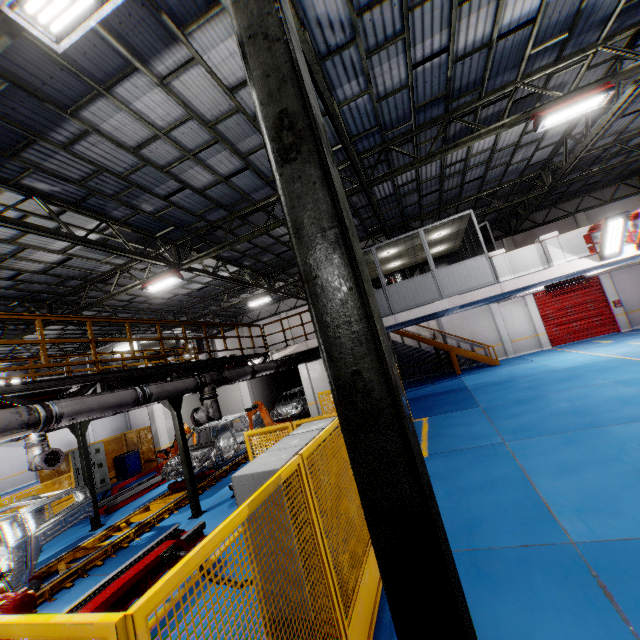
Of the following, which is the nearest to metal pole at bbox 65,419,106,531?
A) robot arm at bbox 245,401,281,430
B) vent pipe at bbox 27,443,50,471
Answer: vent pipe at bbox 27,443,50,471

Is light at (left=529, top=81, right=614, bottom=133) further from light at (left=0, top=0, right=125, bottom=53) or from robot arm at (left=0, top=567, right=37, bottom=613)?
robot arm at (left=0, top=567, right=37, bottom=613)

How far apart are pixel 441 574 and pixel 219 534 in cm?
139

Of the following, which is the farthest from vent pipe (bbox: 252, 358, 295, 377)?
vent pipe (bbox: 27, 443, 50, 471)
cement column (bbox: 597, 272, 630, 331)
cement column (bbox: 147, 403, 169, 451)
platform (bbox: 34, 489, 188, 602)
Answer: cement column (bbox: 597, 272, 630, 331)

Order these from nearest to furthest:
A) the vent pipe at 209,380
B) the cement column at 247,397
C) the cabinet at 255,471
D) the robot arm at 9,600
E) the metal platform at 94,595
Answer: the cabinet at 255,471 < the robot arm at 9,600 < the metal platform at 94,595 < the vent pipe at 209,380 < the cement column at 247,397

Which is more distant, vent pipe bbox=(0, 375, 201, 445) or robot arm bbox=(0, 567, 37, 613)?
vent pipe bbox=(0, 375, 201, 445)

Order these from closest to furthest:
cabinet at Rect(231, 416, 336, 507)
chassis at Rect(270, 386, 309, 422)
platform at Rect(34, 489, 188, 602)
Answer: cabinet at Rect(231, 416, 336, 507), platform at Rect(34, 489, 188, 602), chassis at Rect(270, 386, 309, 422)

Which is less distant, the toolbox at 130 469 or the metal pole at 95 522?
the metal pole at 95 522
